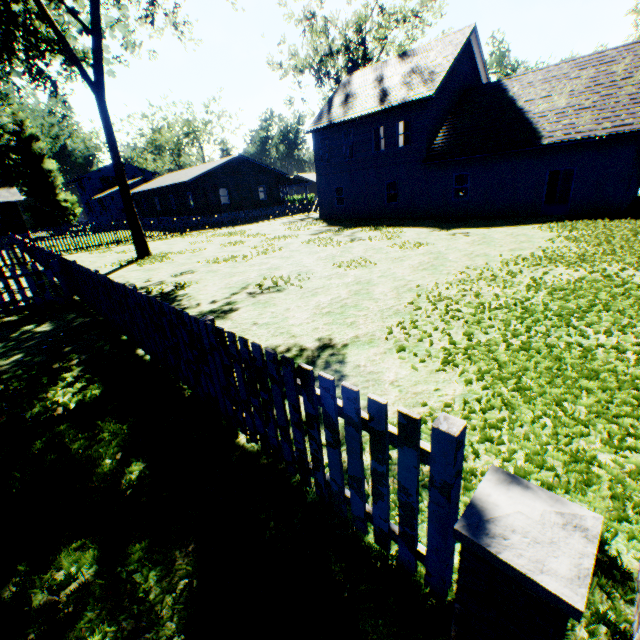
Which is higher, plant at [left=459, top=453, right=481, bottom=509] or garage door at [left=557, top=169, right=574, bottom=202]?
garage door at [left=557, top=169, right=574, bottom=202]

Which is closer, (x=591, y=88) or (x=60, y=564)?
(x=60, y=564)

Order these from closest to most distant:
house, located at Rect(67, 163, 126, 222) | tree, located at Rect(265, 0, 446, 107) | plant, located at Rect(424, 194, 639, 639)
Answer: plant, located at Rect(424, 194, 639, 639) → tree, located at Rect(265, 0, 446, 107) → house, located at Rect(67, 163, 126, 222)

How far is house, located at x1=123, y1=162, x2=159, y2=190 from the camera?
48.47m

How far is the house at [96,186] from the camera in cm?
4747

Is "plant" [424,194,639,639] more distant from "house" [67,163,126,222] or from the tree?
the tree

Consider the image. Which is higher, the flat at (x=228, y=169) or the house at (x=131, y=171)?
the house at (x=131, y=171)

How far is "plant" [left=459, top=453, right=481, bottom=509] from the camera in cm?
250
